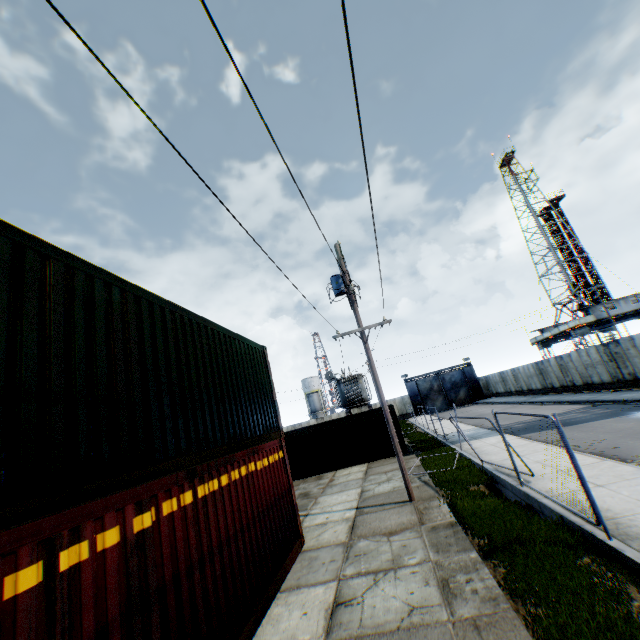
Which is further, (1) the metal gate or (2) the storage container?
(1) the metal gate

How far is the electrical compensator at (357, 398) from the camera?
30.19m

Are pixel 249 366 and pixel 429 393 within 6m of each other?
no

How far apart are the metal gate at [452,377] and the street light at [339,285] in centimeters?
4253cm

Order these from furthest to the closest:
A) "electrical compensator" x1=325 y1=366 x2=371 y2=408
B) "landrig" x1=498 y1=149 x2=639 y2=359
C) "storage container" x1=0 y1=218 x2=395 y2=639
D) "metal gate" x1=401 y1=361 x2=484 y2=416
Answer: "metal gate" x1=401 y1=361 x2=484 y2=416 → "landrig" x1=498 y1=149 x2=639 y2=359 → "electrical compensator" x1=325 y1=366 x2=371 y2=408 → "storage container" x1=0 y1=218 x2=395 y2=639

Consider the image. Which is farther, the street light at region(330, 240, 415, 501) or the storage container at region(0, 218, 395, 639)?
the street light at region(330, 240, 415, 501)

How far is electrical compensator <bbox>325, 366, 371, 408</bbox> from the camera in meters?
30.2

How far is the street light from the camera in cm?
1088
